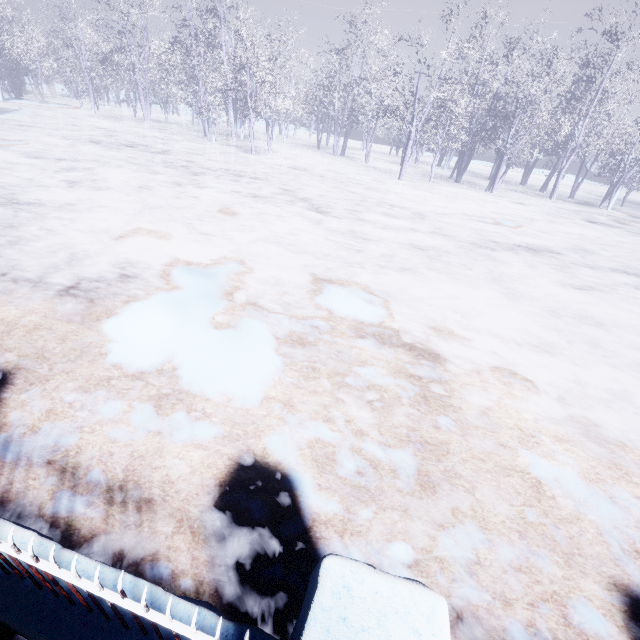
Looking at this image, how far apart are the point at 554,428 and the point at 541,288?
3.8m

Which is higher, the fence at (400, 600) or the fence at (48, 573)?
the fence at (400, 600)

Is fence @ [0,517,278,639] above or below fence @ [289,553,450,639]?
below
